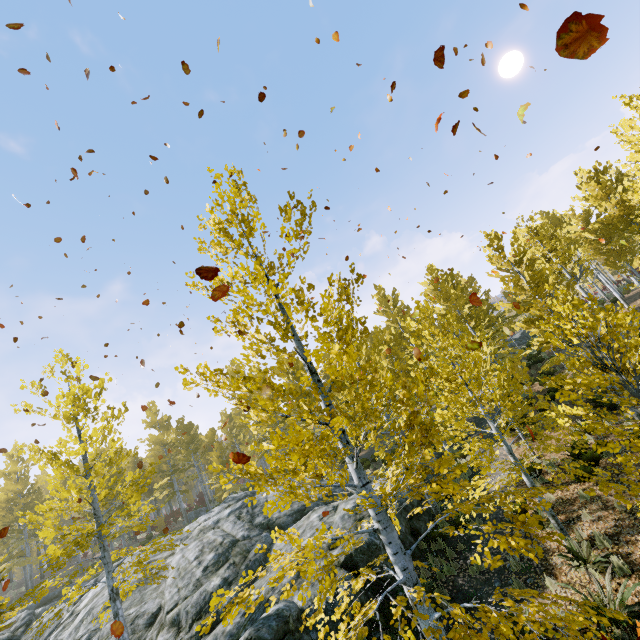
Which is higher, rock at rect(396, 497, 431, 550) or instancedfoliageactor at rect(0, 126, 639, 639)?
instancedfoliageactor at rect(0, 126, 639, 639)

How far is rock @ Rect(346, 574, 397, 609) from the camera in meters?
8.0 m

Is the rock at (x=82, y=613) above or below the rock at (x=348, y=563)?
above

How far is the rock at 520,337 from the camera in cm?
3744

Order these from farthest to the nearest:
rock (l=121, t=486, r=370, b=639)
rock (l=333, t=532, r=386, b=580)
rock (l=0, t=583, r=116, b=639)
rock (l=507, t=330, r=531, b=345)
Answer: rock (l=507, t=330, r=531, b=345) < rock (l=0, t=583, r=116, b=639) < rock (l=333, t=532, r=386, b=580) < rock (l=121, t=486, r=370, b=639)

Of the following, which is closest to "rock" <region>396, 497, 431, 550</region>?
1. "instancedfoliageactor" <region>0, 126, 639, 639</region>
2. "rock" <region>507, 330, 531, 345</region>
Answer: "instancedfoliageactor" <region>0, 126, 639, 639</region>

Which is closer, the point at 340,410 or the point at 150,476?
the point at 340,410

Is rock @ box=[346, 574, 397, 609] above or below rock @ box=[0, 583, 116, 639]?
below
